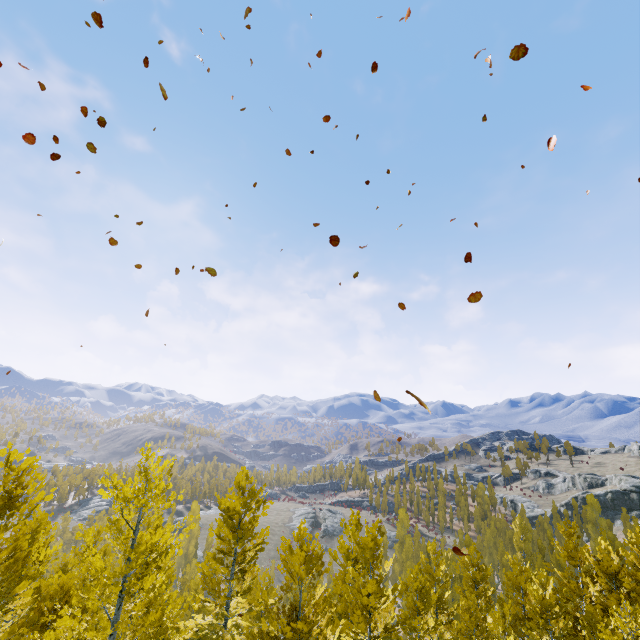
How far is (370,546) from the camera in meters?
13.8 m
